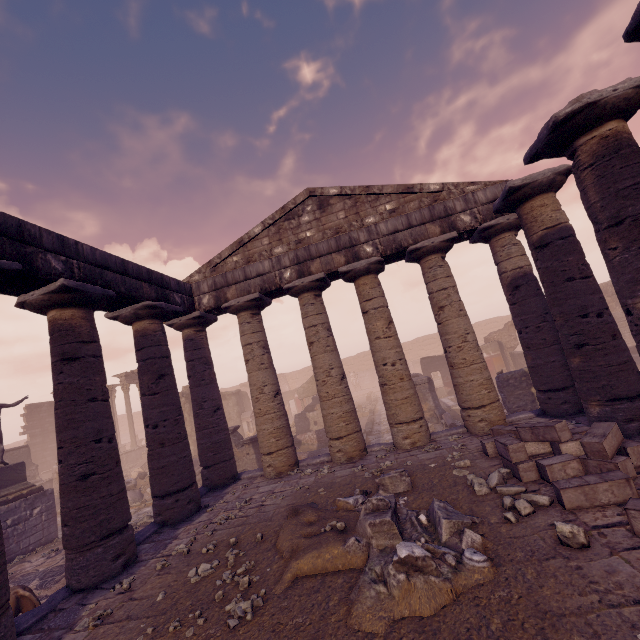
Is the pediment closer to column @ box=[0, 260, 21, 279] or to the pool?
column @ box=[0, 260, 21, 279]

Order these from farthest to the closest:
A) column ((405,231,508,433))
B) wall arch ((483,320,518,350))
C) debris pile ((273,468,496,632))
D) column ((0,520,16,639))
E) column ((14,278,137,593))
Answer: wall arch ((483,320,518,350)) < column ((405,231,508,433)) < column ((14,278,137,593)) < column ((0,520,16,639)) < debris pile ((273,468,496,632))

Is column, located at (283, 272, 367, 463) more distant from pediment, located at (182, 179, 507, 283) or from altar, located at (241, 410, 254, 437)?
altar, located at (241, 410, 254, 437)

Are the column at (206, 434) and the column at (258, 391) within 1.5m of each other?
yes

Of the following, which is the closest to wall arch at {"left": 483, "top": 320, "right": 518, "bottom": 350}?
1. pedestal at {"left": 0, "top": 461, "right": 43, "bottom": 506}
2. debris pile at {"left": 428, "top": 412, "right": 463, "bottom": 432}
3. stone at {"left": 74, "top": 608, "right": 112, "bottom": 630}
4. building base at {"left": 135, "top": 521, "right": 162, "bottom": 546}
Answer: debris pile at {"left": 428, "top": 412, "right": 463, "bottom": 432}

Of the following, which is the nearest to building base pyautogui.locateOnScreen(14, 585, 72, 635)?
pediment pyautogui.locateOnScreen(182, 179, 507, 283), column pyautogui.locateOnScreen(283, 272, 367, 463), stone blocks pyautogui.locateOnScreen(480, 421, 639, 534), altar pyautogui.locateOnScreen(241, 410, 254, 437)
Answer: column pyautogui.locateOnScreen(283, 272, 367, 463)

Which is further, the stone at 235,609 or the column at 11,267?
the column at 11,267

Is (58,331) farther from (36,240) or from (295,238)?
(295,238)
